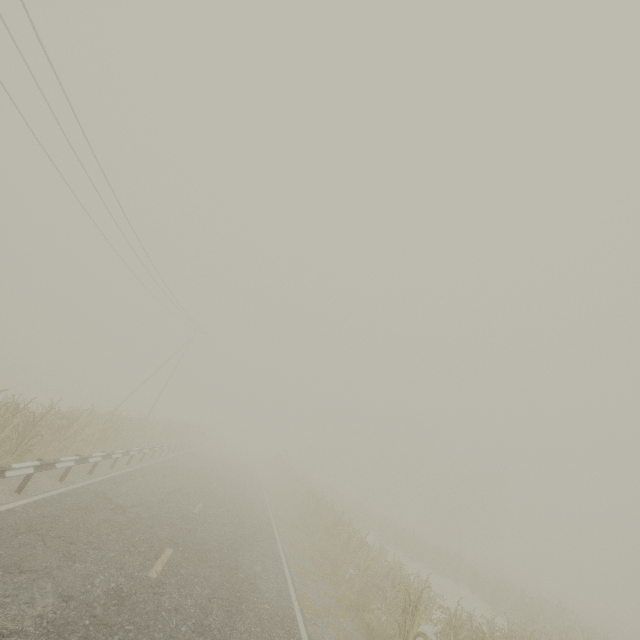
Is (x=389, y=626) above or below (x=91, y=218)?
below

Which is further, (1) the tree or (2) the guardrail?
(1) the tree

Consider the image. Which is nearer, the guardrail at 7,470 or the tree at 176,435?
the guardrail at 7,470
